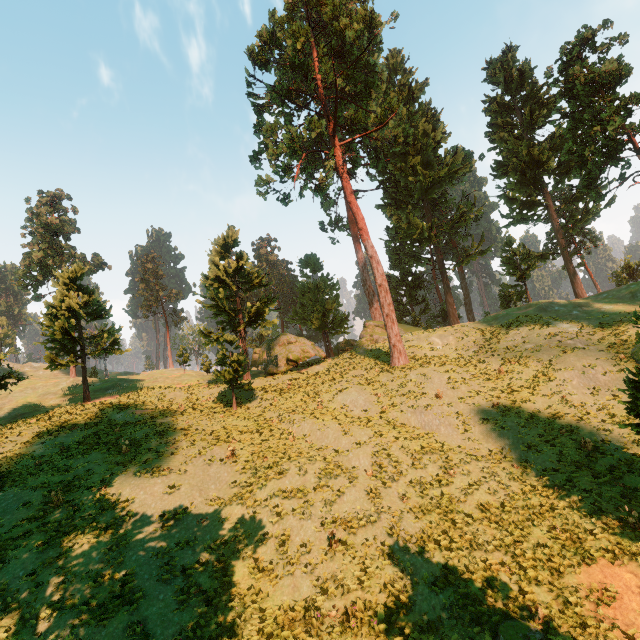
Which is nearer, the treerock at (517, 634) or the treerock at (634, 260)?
the treerock at (517, 634)

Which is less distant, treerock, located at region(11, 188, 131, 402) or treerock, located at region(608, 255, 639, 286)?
treerock, located at region(11, 188, 131, 402)

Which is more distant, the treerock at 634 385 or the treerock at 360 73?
the treerock at 360 73

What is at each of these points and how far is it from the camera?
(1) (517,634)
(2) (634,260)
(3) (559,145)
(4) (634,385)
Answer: (1) treerock, 9.55m
(2) treerock, 52.50m
(3) treerock, 43.38m
(4) treerock, 13.02m

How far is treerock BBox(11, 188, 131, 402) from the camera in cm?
3017

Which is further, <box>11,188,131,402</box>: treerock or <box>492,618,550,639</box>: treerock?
<box>11,188,131,402</box>: treerock

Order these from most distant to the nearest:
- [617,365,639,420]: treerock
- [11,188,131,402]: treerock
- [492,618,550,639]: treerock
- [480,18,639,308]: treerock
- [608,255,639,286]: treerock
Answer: [608,255,639,286]: treerock → [11,188,131,402]: treerock → [480,18,639,308]: treerock → [617,365,639,420]: treerock → [492,618,550,639]: treerock

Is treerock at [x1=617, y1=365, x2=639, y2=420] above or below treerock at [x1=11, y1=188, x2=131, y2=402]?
below
